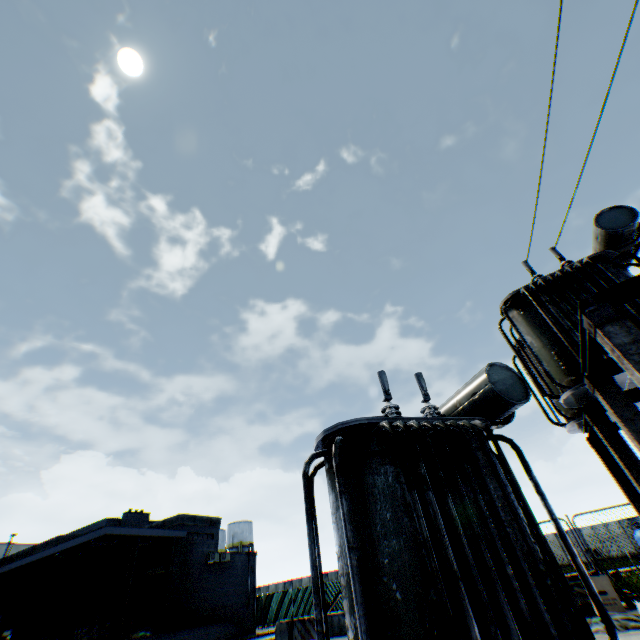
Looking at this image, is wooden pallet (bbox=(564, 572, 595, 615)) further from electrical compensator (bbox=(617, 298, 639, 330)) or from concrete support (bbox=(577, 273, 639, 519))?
concrete support (bbox=(577, 273, 639, 519))

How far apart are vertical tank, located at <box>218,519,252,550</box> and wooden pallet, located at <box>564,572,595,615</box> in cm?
5117

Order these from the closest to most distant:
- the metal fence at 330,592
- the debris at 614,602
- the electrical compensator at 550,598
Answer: the electrical compensator at 550,598, the debris at 614,602, the metal fence at 330,592

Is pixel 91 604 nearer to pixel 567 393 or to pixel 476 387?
pixel 476 387

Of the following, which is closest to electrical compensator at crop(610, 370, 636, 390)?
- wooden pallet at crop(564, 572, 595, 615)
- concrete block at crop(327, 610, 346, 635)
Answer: wooden pallet at crop(564, 572, 595, 615)

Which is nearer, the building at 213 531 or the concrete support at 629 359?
the concrete support at 629 359

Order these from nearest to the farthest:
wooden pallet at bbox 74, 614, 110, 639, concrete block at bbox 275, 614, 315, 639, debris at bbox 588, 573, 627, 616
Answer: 1. debris at bbox 588, 573, 627, 616
2. concrete block at bbox 275, 614, 315, 639
3. wooden pallet at bbox 74, 614, 110, 639

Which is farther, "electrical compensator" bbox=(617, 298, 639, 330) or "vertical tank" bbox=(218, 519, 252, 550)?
"vertical tank" bbox=(218, 519, 252, 550)
